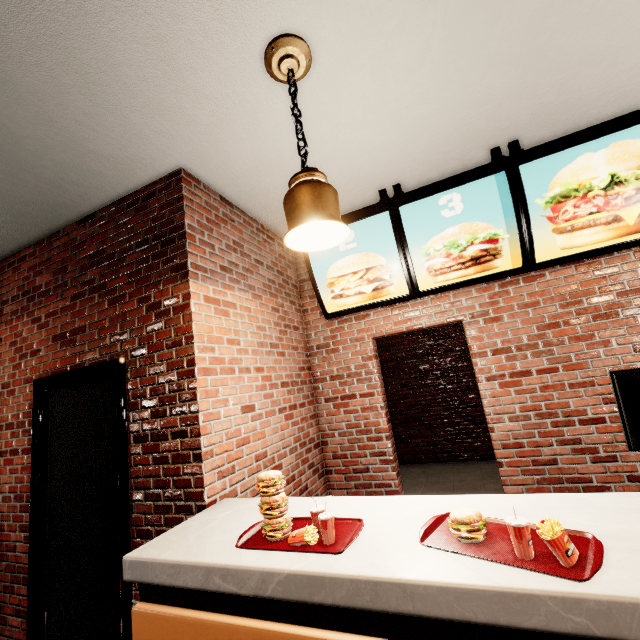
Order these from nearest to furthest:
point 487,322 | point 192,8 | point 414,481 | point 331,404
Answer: point 192,8 → point 487,322 → point 331,404 → point 414,481
